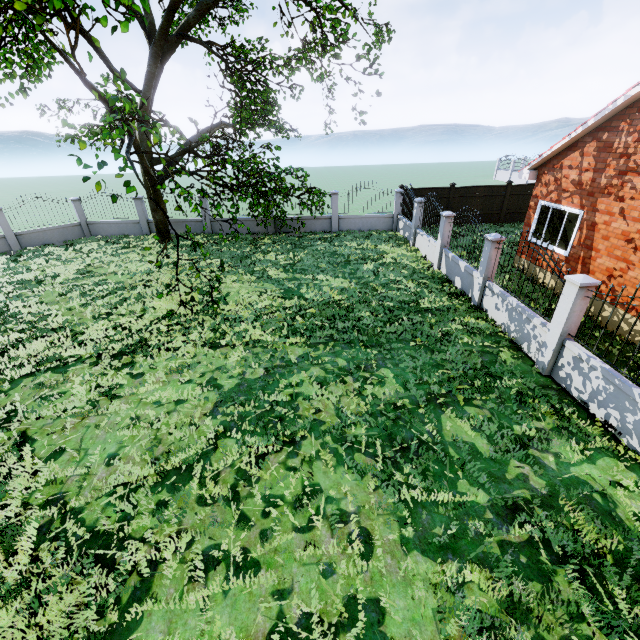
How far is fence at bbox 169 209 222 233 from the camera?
19.06m

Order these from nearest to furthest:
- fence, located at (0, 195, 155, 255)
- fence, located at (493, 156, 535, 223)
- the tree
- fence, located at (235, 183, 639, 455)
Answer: fence, located at (235, 183, 639, 455) → the tree → fence, located at (0, 195, 155, 255) → fence, located at (493, 156, 535, 223)

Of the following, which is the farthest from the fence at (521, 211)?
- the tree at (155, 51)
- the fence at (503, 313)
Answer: the tree at (155, 51)

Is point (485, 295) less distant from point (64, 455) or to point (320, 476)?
point (320, 476)

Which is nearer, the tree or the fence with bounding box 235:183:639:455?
the fence with bounding box 235:183:639:455

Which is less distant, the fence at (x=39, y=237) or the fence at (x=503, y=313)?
the fence at (x=503, y=313)

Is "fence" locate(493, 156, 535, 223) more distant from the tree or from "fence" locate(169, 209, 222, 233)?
the tree
